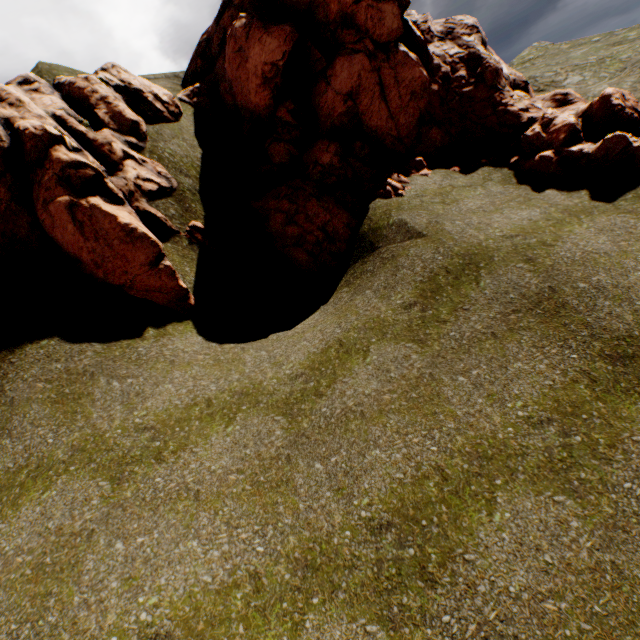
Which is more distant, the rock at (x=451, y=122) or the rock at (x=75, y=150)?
the rock at (x=451, y=122)

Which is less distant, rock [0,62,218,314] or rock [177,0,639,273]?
rock [0,62,218,314]

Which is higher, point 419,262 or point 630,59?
point 419,262
